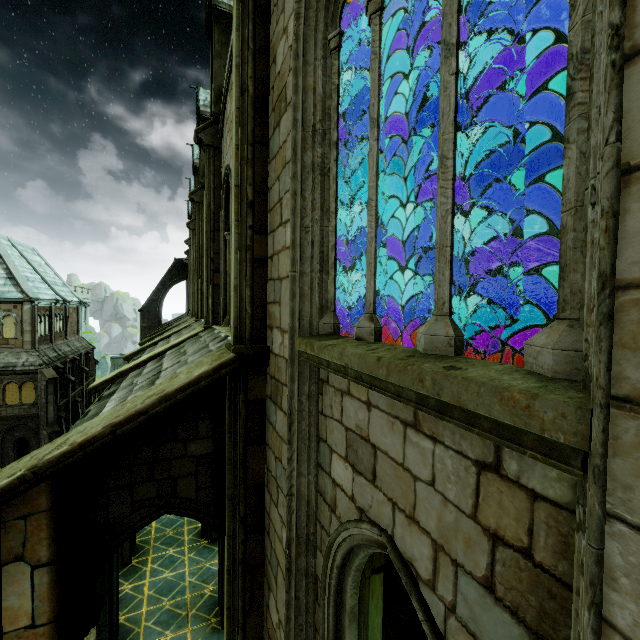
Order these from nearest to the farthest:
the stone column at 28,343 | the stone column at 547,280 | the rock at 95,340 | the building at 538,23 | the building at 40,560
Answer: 1. the building at 40,560
2. the building at 538,23
3. the stone column at 547,280
4. the stone column at 28,343
5. the rock at 95,340

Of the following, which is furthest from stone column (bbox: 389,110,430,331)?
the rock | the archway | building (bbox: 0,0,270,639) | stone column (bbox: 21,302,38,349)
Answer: the rock

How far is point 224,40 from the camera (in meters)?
9.88

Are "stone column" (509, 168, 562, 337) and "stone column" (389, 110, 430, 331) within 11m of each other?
yes

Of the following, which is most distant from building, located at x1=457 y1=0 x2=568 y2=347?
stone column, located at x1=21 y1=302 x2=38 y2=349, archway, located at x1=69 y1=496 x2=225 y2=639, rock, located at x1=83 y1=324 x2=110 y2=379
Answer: rock, located at x1=83 y1=324 x2=110 y2=379

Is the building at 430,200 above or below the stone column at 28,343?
above

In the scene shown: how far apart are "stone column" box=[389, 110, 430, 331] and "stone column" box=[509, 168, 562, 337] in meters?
2.9 m
